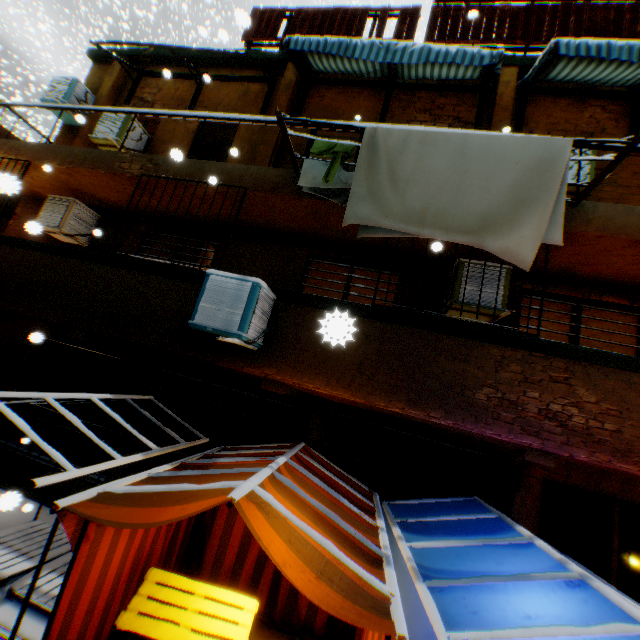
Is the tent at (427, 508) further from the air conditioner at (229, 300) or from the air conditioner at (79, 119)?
the air conditioner at (79, 119)

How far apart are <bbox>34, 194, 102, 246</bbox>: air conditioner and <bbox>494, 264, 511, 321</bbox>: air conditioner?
7.6 meters

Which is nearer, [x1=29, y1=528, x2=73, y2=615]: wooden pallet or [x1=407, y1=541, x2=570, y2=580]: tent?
[x1=407, y1=541, x2=570, y2=580]: tent

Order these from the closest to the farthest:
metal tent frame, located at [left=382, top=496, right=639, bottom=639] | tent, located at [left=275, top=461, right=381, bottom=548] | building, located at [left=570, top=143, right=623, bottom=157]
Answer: metal tent frame, located at [left=382, top=496, right=639, bottom=639] < tent, located at [left=275, top=461, right=381, bottom=548] < building, located at [left=570, top=143, right=623, bottom=157]

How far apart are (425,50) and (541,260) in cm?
441

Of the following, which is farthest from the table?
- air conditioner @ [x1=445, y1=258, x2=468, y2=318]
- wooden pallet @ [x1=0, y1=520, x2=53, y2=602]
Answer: air conditioner @ [x1=445, y1=258, x2=468, y2=318]

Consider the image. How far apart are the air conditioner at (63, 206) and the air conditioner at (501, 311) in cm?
763
